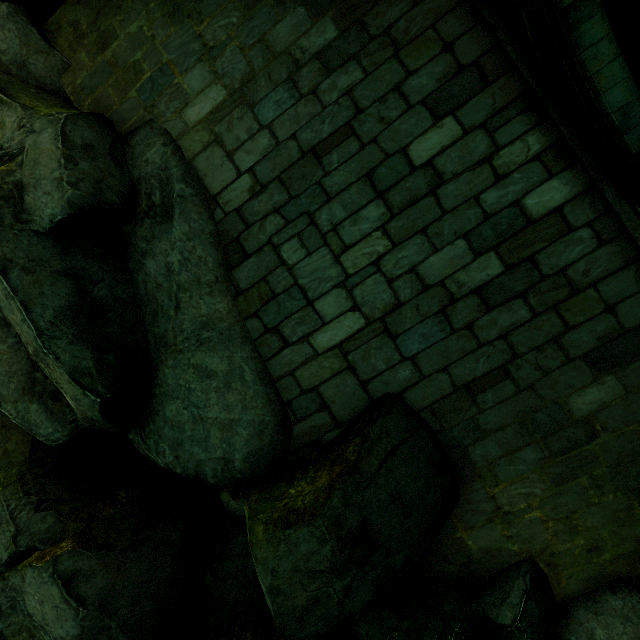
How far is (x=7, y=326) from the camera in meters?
5.7 m

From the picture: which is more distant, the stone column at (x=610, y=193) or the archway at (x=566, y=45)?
the stone column at (x=610, y=193)

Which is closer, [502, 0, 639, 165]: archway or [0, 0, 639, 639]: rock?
[502, 0, 639, 165]: archway

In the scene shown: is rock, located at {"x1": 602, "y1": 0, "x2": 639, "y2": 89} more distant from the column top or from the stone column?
the column top

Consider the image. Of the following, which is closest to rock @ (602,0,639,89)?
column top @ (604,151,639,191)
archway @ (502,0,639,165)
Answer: archway @ (502,0,639,165)

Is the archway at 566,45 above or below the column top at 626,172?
above
